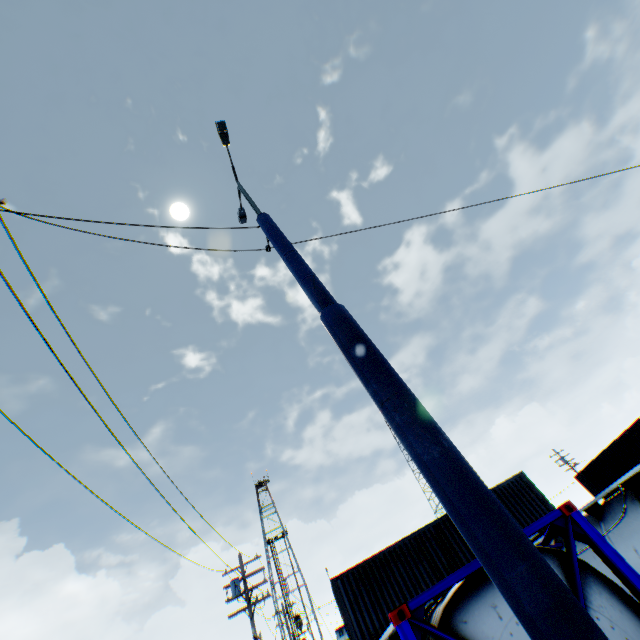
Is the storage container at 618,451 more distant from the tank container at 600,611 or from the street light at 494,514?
the street light at 494,514

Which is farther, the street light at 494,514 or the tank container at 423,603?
the tank container at 423,603

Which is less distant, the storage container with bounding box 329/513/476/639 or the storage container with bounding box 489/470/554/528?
the storage container with bounding box 329/513/476/639

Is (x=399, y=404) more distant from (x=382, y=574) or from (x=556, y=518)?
(x=382, y=574)

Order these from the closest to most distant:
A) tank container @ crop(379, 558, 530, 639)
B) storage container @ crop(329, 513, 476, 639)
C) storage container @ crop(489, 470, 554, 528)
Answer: tank container @ crop(379, 558, 530, 639), storage container @ crop(329, 513, 476, 639), storage container @ crop(489, 470, 554, 528)

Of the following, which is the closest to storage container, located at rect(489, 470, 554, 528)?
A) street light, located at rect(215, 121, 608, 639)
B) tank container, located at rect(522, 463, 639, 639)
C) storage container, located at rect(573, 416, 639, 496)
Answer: tank container, located at rect(522, 463, 639, 639)

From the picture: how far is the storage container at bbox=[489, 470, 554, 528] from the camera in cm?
1684

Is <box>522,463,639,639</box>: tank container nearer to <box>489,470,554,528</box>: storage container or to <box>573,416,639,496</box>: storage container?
<box>489,470,554,528</box>: storage container
